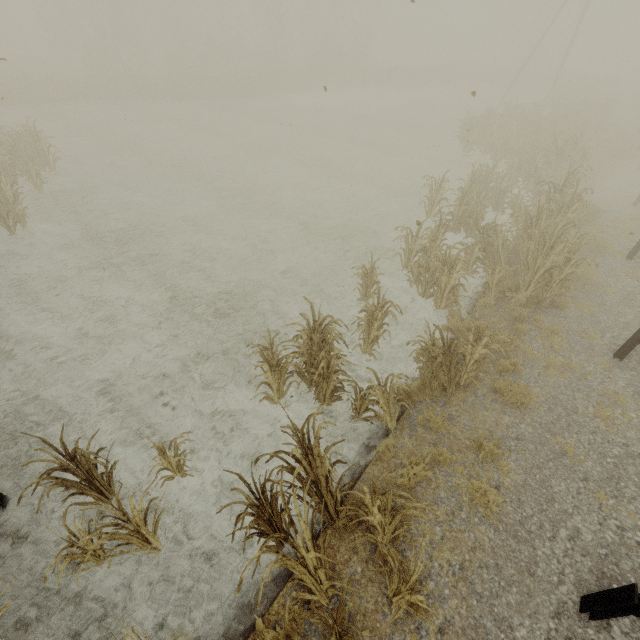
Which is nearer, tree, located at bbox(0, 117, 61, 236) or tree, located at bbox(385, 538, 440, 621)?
tree, located at bbox(385, 538, 440, 621)

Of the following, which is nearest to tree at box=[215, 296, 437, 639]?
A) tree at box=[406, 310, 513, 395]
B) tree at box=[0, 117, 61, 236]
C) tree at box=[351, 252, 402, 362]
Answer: tree at box=[351, 252, 402, 362]

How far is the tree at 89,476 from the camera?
3.52m

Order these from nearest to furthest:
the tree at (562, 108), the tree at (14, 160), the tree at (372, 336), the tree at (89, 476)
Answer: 1. the tree at (89, 476)
2. the tree at (372, 336)
3. the tree at (562, 108)
4. the tree at (14, 160)

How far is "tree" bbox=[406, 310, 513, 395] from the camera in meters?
5.3 m

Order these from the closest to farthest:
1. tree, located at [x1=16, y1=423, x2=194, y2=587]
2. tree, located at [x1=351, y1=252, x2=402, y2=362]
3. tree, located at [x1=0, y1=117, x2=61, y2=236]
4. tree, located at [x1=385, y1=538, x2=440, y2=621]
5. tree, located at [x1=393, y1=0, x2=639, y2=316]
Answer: tree, located at [x1=385, y1=538, x2=440, y2=621]
tree, located at [x1=16, y1=423, x2=194, y2=587]
tree, located at [x1=351, y1=252, x2=402, y2=362]
tree, located at [x1=393, y1=0, x2=639, y2=316]
tree, located at [x1=0, y1=117, x2=61, y2=236]

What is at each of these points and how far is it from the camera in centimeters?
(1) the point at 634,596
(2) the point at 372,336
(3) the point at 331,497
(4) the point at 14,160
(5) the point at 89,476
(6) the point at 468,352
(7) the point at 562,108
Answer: (1) guardrail, 317cm
(2) tree, 651cm
(3) tree, 461cm
(4) tree, 1333cm
(5) tree, 428cm
(6) tree, 534cm
(7) tree, 2225cm

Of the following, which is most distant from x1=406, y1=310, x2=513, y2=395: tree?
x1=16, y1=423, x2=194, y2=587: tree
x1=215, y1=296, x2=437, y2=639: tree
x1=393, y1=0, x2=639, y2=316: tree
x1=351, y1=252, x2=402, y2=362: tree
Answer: x1=393, y1=0, x2=639, y2=316: tree
